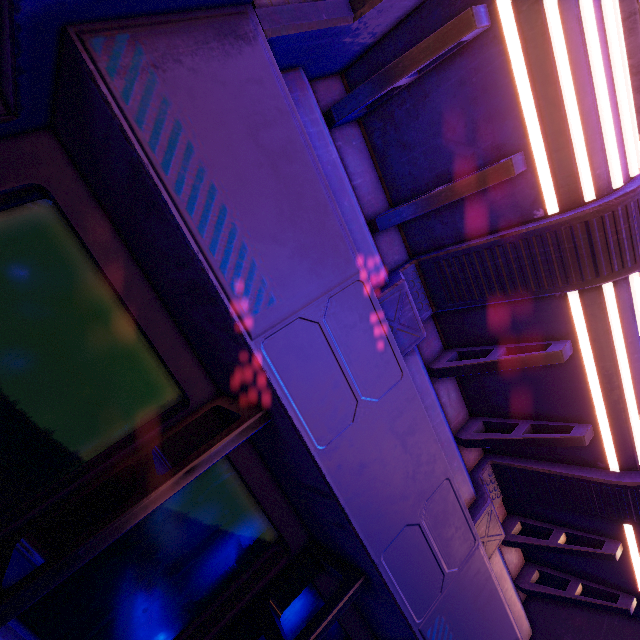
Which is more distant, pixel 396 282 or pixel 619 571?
pixel 619 571
